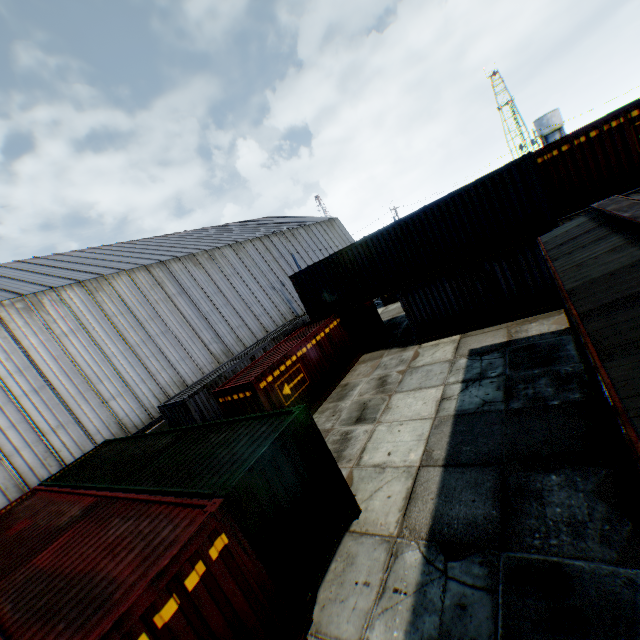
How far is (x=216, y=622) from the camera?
4.5m

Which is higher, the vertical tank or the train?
the vertical tank

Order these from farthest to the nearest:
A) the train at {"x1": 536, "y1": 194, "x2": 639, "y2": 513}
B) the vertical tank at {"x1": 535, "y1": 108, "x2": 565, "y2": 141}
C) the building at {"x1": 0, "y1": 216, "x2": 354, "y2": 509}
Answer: the vertical tank at {"x1": 535, "y1": 108, "x2": 565, "y2": 141}, the building at {"x1": 0, "y1": 216, "x2": 354, "y2": 509}, the train at {"x1": 536, "y1": 194, "x2": 639, "y2": 513}

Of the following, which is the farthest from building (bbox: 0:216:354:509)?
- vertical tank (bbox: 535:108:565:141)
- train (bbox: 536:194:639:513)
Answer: vertical tank (bbox: 535:108:565:141)

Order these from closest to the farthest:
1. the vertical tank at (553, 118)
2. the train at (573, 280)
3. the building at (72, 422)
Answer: the train at (573, 280) < the building at (72, 422) < the vertical tank at (553, 118)

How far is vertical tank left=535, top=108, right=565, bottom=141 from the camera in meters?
58.3

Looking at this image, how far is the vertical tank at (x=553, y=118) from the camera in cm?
5828
